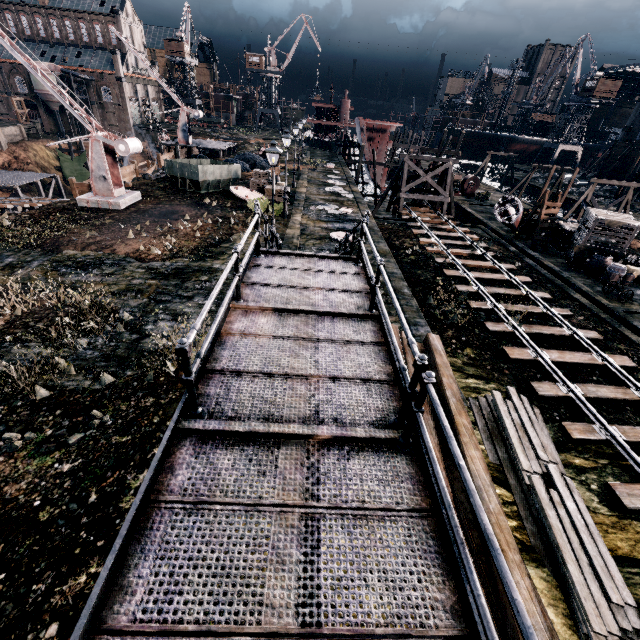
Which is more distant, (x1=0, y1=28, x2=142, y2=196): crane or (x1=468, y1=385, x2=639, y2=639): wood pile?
(x1=0, y1=28, x2=142, y2=196): crane

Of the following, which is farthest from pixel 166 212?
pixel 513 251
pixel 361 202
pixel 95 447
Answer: pixel 513 251

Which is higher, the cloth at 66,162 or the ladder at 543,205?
the ladder at 543,205

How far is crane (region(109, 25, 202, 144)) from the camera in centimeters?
4000cm

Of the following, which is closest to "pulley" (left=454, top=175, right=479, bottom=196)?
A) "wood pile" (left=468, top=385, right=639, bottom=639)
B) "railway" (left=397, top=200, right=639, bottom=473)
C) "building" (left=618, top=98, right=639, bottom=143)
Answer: "railway" (left=397, top=200, right=639, bottom=473)

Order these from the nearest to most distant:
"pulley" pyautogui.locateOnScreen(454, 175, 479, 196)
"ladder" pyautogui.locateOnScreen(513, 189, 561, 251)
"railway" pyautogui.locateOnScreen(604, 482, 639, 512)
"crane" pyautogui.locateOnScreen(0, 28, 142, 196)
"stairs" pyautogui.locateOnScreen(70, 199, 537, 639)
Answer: "stairs" pyautogui.locateOnScreen(70, 199, 537, 639) → "railway" pyautogui.locateOnScreen(604, 482, 639, 512) → "crane" pyautogui.locateOnScreen(0, 28, 142, 196) → "ladder" pyautogui.locateOnScreen(513, 189, 561, 251) → "pulley" pyautogui.locateOnScreen(454, 175, 479, 196)

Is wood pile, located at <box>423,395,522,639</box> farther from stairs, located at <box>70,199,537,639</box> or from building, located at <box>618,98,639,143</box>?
building, located at <box>618,98,639,143</box>

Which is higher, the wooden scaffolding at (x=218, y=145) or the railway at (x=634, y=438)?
the wooden scaffolding at (x=218, y=145)
